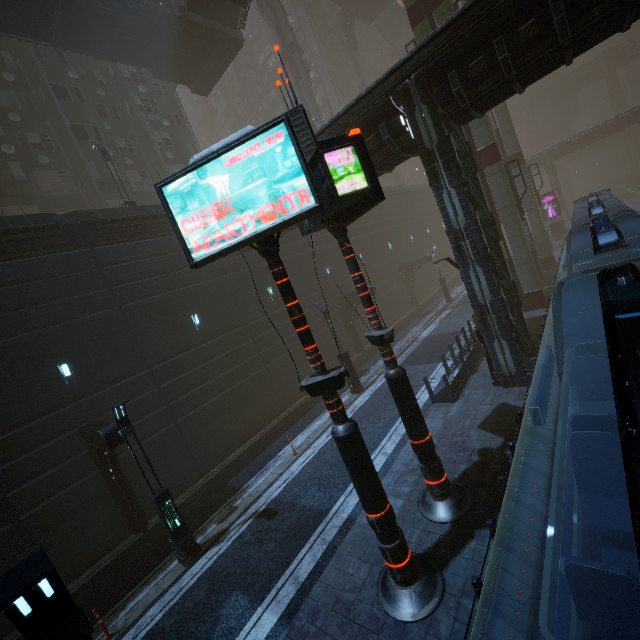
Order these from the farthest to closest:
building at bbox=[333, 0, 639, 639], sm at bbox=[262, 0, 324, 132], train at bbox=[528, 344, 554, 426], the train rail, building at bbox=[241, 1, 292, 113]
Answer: building at bbox=[241, 1, 292, 113] < the train rail < sm at bbox=[262, 0, 324, 132] < building at bbox=[333, 0, 639, 639] < train at bbox=[528, 344, 554, 426]

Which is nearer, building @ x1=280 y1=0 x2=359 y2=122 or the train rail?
the train rail

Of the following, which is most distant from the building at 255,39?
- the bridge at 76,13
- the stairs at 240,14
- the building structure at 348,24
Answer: the stairs at 240,14

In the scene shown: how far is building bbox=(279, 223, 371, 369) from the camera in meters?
23.3 m

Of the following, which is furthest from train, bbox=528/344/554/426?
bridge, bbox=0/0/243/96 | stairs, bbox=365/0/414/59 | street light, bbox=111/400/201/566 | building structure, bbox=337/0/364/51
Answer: stairs, bbox=365/0/414/59

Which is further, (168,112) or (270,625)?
(168,112)

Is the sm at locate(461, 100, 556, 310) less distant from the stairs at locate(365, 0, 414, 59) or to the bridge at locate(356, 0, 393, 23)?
the bridge at locate(356, 0, 393, 23)

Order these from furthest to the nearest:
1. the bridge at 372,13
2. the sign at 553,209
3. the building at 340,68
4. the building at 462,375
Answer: the building at 340,68 → the bridge at 372,13 → the sign at 553,209 → the building at 462,375
